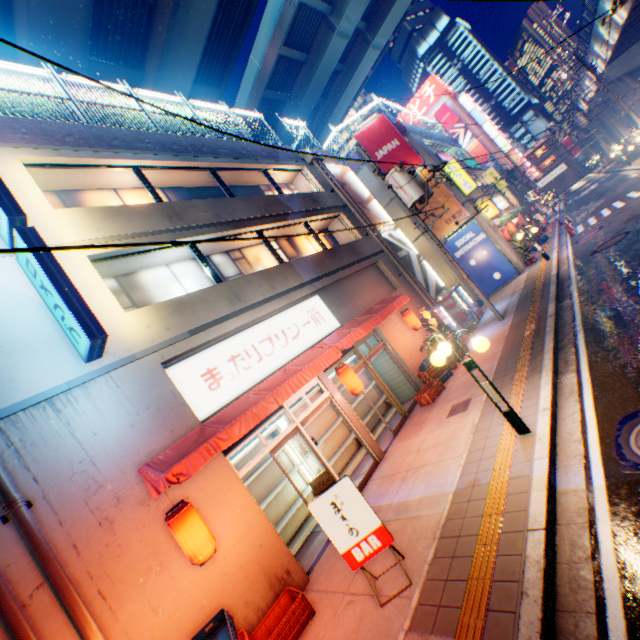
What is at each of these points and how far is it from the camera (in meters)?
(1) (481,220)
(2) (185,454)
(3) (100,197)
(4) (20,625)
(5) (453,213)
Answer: (1) building, 20.62
(2) awning, 5.81
(3) window glass, 9.42
(4) pipe, 3.94
(5) billboard, 20.45

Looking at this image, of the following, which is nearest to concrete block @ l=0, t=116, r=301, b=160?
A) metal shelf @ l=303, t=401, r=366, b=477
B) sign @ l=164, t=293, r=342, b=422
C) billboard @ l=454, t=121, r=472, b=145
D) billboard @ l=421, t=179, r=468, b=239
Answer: sign @ l=164, t=293, r=342, b=422

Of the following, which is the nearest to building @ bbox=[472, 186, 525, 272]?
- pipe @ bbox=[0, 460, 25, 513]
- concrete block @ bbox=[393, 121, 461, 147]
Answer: concrete block @ bbox=[393, 121, 461, 147]

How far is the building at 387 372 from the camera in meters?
12.5 m

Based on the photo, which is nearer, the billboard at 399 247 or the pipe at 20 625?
the pipe at 20 625

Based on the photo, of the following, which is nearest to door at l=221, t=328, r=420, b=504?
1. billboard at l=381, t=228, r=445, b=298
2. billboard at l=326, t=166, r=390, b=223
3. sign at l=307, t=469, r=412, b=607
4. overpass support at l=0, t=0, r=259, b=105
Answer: sign at l=307, t=469, r=412, b=607

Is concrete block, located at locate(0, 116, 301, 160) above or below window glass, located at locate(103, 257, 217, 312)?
above

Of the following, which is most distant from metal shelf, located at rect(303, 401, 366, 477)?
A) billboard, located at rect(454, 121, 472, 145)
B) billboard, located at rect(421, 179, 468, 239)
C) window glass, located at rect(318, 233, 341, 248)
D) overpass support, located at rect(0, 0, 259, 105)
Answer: billboard, located at rect(454, 121, 472, 145)
